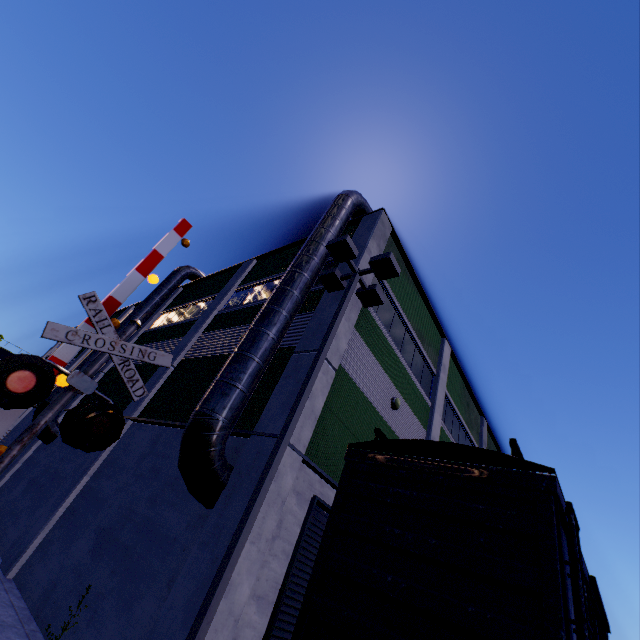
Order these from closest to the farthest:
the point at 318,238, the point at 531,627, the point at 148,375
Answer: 1. the point at 531,627
2. the point at 318,238
3. the point at 148,375

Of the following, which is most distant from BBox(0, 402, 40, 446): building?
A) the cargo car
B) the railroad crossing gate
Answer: the railroad crossing gate

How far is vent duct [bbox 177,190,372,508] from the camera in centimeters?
673cm

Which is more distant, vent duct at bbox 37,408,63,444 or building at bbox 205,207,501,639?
vent duct at bbox 37,408,63,444

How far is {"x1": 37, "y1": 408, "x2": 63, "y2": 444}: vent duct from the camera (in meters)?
15.02

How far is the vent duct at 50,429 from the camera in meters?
15.0 m

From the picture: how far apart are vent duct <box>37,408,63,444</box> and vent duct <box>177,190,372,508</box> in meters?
12.3

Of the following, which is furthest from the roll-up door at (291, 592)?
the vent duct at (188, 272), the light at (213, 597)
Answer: the vent duct at (188, 272)
